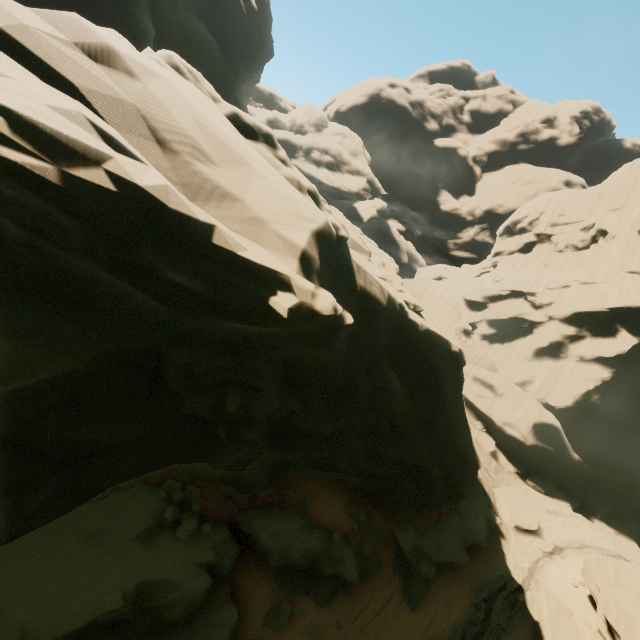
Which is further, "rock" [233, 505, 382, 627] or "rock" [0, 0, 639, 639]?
"rock" [233, 505, 382, 627]

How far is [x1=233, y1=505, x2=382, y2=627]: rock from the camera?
13.6m

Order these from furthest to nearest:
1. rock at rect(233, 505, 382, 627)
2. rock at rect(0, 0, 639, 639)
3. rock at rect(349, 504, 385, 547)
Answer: rock at rect(349, 504, 385, 547), rock at rect(233, 505, 382, 627), rock at rect(0, 0, 639, 639)

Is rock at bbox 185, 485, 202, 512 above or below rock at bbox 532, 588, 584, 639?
above

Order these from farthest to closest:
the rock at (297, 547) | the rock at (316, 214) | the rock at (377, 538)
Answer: the rock at (377, 538) < the rock at (297, 547) < the rock at (316, 214)

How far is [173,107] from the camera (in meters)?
6.05

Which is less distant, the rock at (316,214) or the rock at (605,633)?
the rock at (316,214)
